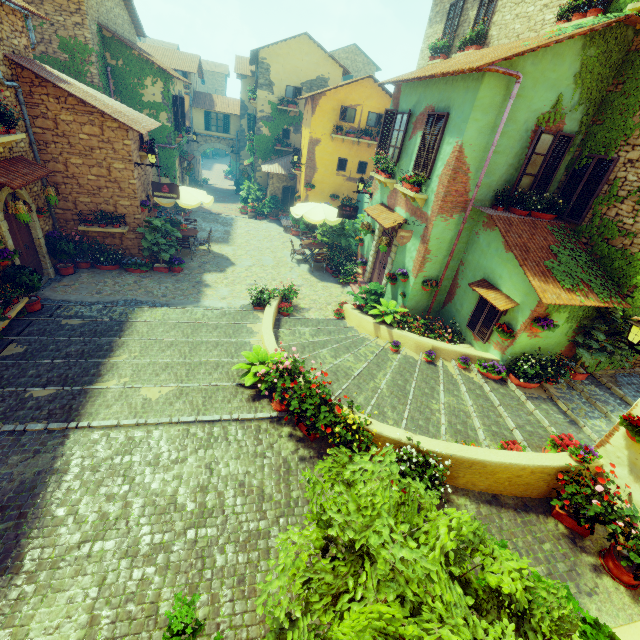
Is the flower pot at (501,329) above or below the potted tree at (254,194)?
above

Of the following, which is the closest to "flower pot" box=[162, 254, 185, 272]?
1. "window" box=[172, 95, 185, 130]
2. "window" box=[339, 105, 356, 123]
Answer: "window" box=[339, 105, 356, 123]

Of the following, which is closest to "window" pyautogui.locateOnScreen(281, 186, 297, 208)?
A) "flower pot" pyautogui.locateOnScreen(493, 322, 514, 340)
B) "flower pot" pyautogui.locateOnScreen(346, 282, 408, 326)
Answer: "flower pot" pyautogui.locateOnScreen(346, 282, 408, 326)

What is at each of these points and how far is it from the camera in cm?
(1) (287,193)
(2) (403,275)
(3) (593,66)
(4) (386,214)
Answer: (1) window, 2241
(2) flower pot, 1064
(3) vines, 782
(4) door eaves, 1167

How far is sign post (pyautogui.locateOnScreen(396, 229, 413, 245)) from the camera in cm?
957

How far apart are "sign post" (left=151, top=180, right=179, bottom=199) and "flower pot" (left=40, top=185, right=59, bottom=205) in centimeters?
288cm

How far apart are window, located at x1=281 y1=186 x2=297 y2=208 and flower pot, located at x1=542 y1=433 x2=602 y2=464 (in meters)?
20.45

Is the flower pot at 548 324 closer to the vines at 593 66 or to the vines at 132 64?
the vines at 593 66
